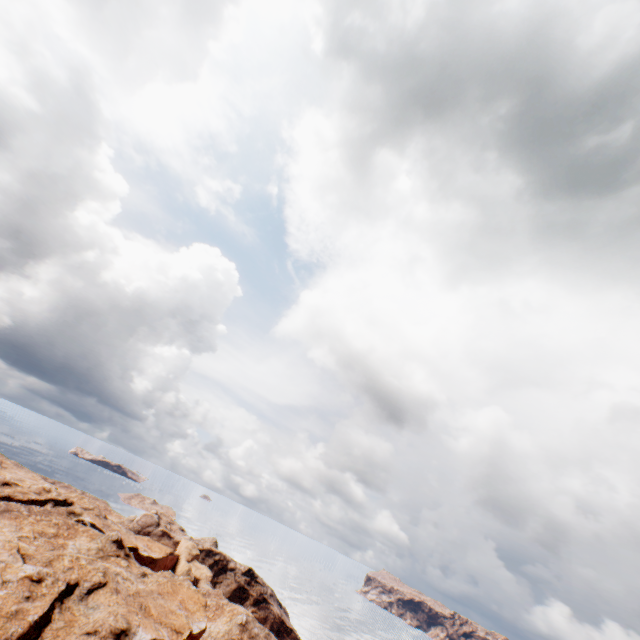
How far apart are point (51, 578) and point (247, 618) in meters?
38.2
